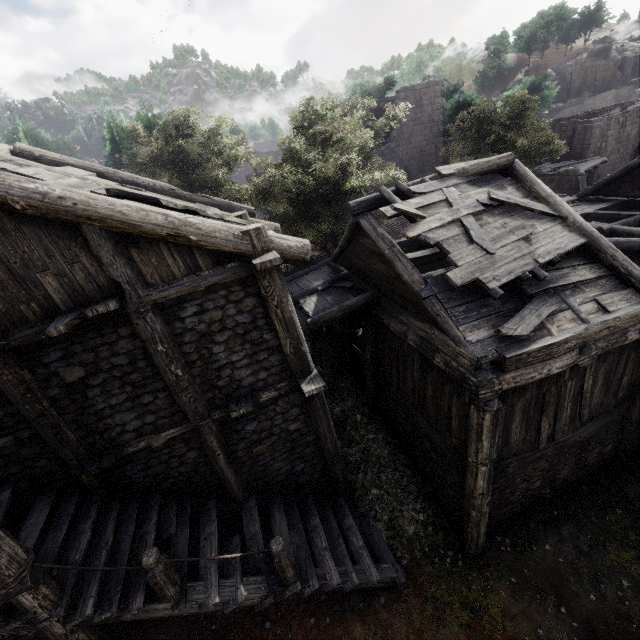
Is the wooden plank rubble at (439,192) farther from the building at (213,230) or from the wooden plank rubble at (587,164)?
the wooden plank rubble at (587,164)

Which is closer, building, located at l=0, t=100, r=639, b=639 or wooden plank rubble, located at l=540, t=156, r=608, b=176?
building, located at l=0, t=100, r=639, b=639

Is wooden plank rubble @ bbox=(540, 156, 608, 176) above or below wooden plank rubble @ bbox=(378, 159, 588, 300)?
below

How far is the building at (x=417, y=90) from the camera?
25.9 meters

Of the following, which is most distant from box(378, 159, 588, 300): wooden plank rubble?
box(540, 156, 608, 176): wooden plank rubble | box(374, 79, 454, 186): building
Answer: box(540, 156, 608, 176): wooden plank rubble

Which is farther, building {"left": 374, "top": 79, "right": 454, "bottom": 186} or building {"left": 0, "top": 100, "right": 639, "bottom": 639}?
building {"left": 374, "top": 79, "right": 454, "bottom": 186}

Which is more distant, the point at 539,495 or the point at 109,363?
the point at 539,495

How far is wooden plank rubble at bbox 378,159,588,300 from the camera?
7.0 meters
